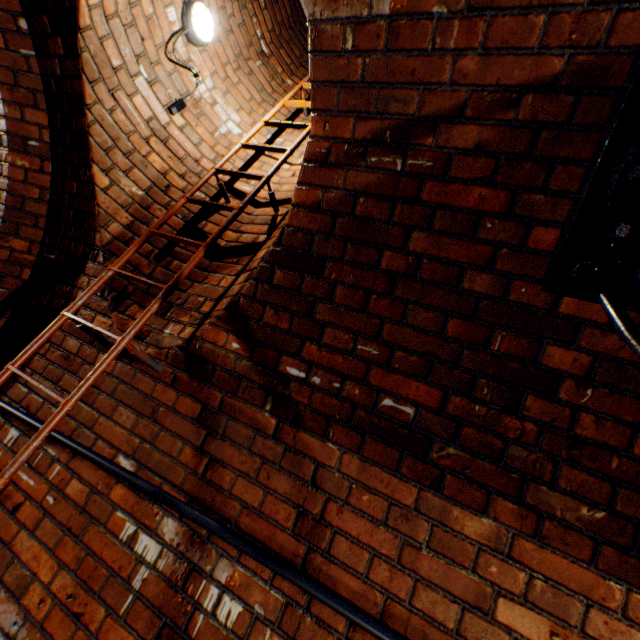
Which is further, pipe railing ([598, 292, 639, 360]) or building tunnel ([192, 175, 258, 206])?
building tunnel ([192, 175, 258, 206])

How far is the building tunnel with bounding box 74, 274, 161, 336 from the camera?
1.9 meters

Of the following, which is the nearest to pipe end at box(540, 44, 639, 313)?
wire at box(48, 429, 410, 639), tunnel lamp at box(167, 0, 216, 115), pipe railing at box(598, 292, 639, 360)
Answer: pipe railing at box(598, 292, 639, 360)

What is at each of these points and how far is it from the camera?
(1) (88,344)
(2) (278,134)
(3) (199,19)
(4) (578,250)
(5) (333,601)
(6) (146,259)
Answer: (1) building tunnel, 1.88m
(2) building tunnel, 2.76m
(3) tunnel lamp, 2.19m
(4) pipe end, 1.01m
(5) wire, 1.09m
(6) building tunnel, 2.05m

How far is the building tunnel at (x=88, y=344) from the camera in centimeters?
182cm

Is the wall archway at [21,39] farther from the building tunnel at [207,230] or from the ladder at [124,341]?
the ladder at [124,341]

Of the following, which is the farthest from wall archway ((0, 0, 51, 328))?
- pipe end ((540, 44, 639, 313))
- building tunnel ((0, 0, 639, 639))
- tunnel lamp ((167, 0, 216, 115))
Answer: pipe end ((540, 44, 639, 313))

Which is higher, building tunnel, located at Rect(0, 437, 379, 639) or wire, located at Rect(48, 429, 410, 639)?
wire, located at Rect(48, 429, 410, 639)
